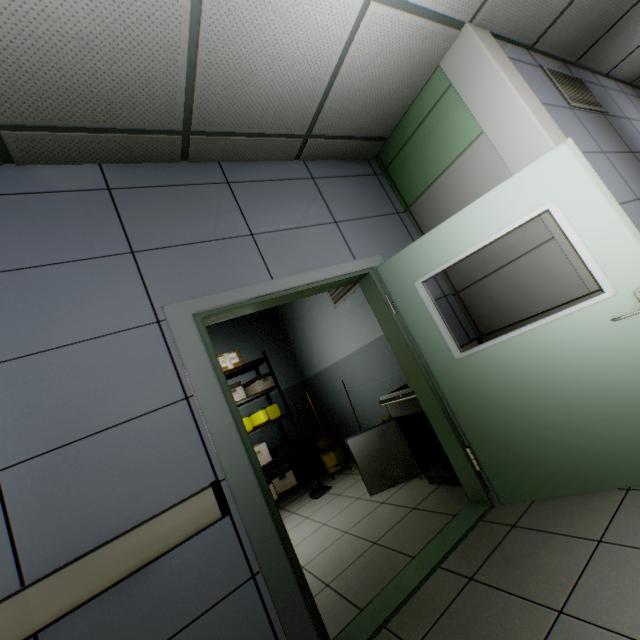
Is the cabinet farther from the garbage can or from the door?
the garbage can

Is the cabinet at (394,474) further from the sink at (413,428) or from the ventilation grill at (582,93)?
the ventilation grill at (582,93)

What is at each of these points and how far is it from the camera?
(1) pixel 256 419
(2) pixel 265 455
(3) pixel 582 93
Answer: (1) garbage can, 5.00m
(2) cardboard box, 4.66m
(3) ventilation grill, 3.17m

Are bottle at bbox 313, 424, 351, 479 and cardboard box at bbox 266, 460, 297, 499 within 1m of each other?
yes

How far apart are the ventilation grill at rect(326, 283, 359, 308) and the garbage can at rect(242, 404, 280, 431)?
1.9m

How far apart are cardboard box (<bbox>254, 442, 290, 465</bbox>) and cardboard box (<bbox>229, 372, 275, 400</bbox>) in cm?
80

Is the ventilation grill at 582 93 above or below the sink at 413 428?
above

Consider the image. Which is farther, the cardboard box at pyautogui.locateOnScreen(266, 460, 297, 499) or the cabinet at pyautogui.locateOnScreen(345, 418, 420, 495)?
the cardboard box at pyautogui.locateOnScreen(266, 460, 297, 499)
